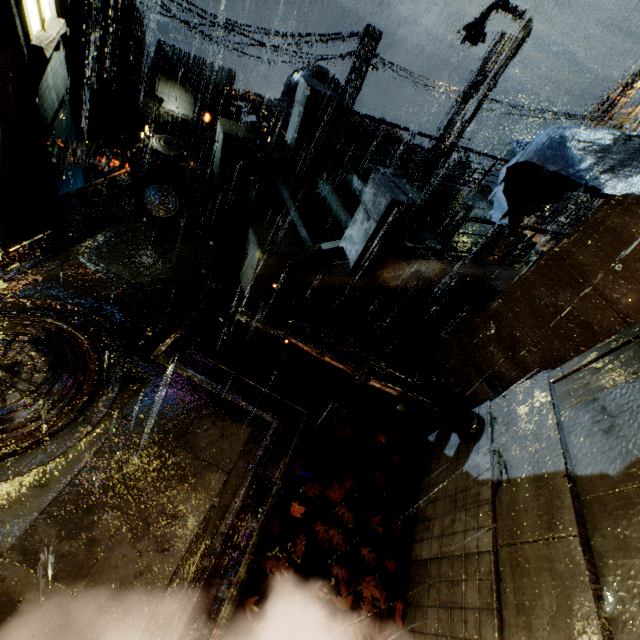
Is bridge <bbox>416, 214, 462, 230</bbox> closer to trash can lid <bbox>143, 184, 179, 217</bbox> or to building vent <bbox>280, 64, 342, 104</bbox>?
trash can lid <bbox>143, 184, 179, 217</bbox>

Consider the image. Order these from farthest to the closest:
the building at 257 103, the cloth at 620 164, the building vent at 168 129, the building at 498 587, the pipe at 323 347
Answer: the building vent at 168 129
the building at 257 103
the pipe at 323 347
the cloth at 620 164
the building at 498 587

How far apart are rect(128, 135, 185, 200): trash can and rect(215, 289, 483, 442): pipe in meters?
4.1 m

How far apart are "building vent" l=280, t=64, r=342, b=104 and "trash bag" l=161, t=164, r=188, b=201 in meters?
15.6

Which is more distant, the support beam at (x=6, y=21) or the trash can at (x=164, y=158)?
the trash can at (x=164, y=158)

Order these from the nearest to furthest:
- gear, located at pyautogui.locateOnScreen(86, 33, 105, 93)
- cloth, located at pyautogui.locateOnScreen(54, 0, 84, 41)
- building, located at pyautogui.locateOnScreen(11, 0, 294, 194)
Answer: building, located at pyautogui.locateOnScreen(11, 0, 294, 194), cloth, located at pyautogui.locateOnScreen(54, 0, 84, 41), gear, located at pyautogui.locateOnScreen(86, 33, 105, 93)

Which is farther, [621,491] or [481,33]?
[481,33]

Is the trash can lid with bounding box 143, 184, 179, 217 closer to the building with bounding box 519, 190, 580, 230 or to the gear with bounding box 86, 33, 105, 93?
the building with bounding box 519, 190, 580, 230
